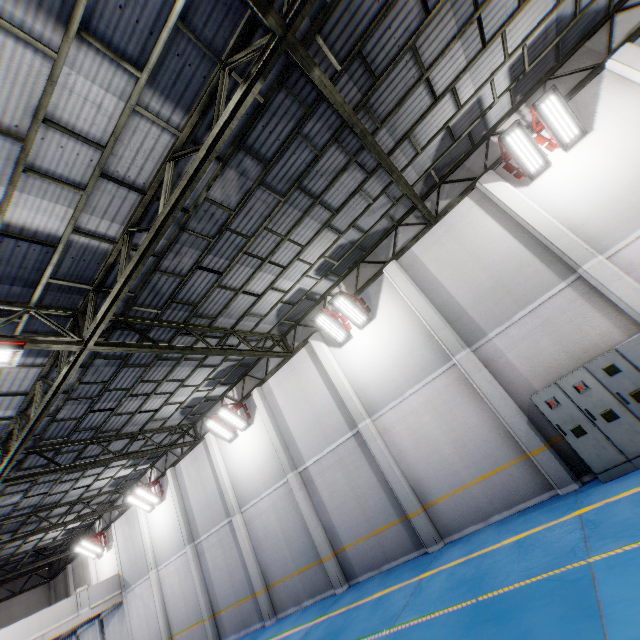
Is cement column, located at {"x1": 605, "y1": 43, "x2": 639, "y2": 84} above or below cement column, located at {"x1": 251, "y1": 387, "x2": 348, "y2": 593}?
above

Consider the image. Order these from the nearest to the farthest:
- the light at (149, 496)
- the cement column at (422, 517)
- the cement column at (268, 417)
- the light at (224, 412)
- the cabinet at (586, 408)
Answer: the cabinet at (586, 408) → the cement column at (422, 517) → the cement column at (268, 417) → the light at (224, 412) → the light at (149, 496)

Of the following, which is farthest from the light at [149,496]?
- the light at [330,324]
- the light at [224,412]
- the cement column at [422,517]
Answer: the light at [330,324]

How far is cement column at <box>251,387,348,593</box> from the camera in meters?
11.1 m

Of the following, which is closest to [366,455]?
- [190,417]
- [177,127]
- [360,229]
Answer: [360,229]

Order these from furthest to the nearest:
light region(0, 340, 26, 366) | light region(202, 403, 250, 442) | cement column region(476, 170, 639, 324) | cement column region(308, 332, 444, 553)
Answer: light region(202, 403, 250, 442) → cement column region(308, 332, 444, 553) → cement column region(476, 170, 639, 324) → light region(0, 340, 26, 366)

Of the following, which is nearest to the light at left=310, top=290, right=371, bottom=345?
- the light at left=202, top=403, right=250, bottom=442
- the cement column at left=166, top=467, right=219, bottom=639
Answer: the light at left=202, top=403, right=250, bottom=442

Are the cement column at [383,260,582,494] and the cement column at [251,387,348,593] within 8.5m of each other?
yes
